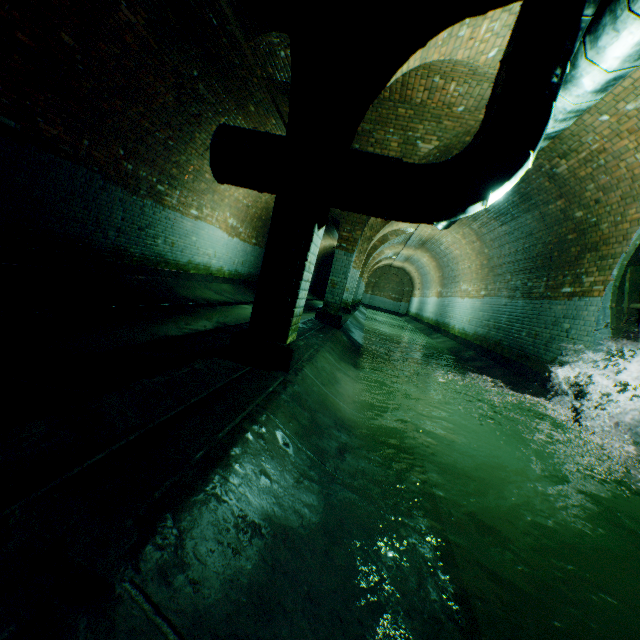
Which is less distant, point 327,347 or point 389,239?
point 327,347

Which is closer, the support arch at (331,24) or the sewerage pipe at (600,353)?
the support arch at (331,24)

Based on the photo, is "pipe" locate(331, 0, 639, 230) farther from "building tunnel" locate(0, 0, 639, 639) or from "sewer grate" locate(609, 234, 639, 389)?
"sewer grate" locate(609, 234, 639, 389)

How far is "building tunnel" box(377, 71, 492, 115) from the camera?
4.9m

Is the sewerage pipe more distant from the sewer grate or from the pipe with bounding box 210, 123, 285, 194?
the pipe with bounding box 210, 123, 285, 194

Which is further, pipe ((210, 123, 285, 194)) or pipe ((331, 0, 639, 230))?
pipe ((210, 123, 285, 194))

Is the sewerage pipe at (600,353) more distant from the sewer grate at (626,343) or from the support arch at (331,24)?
the support arch at (331,24)

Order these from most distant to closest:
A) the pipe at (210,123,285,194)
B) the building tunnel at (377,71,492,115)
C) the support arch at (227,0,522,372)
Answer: the building tunnel at (377,71,492,115), the pipe at (210,123,285,194), the support arch at (227,0,522,372)
